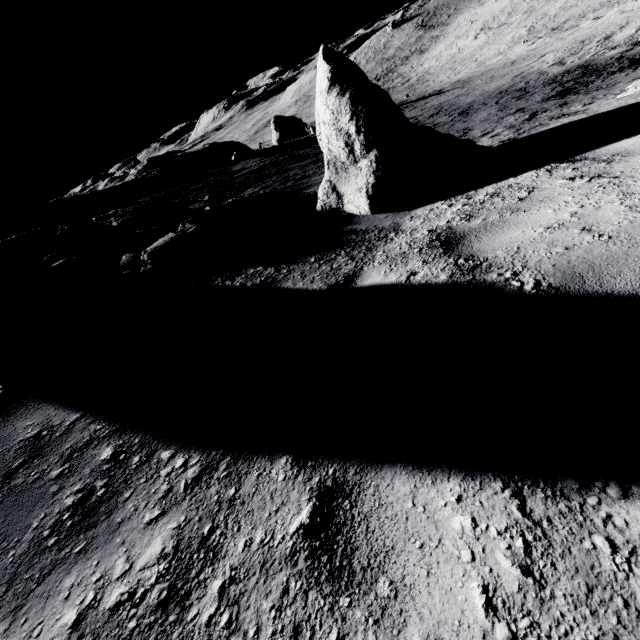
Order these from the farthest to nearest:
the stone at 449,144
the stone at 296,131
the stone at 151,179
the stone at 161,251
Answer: the stone at 296,131 < the stone at 151,179 < the stone at 161,251 < the stone at 449,144

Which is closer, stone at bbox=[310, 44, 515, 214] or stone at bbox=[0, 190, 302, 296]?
stone at bbox=[310, 44, 515, 214]

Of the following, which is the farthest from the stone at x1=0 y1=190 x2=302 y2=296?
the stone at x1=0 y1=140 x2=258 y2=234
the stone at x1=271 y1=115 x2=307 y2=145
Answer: the stone at x1=271 y1=115 x2=307 y2=145

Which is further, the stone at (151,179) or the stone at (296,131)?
the stone at (296,131)

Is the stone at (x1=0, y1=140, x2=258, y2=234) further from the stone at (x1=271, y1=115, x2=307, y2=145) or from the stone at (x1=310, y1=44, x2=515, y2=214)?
the stone at (x1=310, y1=44, x2=515, y2=214)

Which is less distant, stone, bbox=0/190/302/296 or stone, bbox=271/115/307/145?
stone, bbox=0/190/302/296

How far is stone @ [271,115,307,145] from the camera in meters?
31.3

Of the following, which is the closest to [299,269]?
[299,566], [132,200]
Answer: [299,566]
